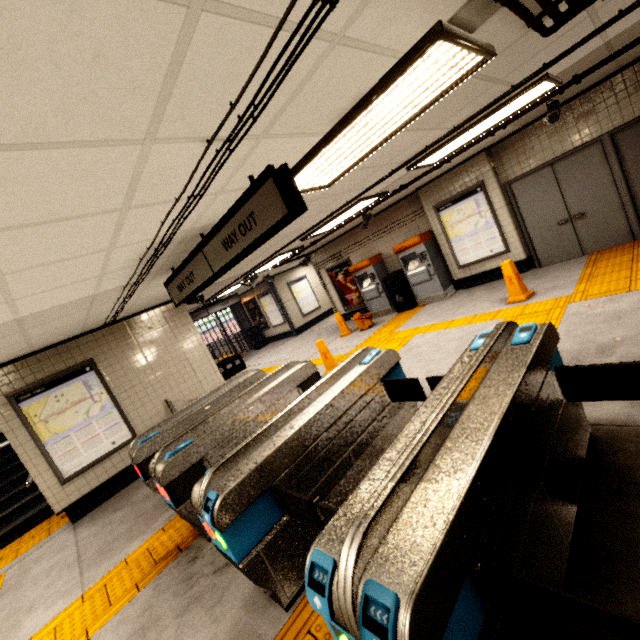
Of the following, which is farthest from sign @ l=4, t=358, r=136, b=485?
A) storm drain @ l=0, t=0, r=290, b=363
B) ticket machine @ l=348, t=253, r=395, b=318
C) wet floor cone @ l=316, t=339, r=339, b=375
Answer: ticket machine @ l=348, t=253, r=395, b=318

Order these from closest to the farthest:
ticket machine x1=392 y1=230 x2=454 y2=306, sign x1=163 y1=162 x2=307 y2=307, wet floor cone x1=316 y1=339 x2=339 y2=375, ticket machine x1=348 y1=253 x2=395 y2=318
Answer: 1. sign x1=163 y1=162 x2=307 y2=307
2. wet floor cone x1=316 y1=339 x2=339 y2=375
3. ticket machine x1=392 y1=230 x2=454 y2=306
4. ticket machine x1=348 y1=253 x2=395 y2=318

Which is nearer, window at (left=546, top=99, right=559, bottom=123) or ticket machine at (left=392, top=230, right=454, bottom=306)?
window at (left=546, top=99, right=559, bottom=123)

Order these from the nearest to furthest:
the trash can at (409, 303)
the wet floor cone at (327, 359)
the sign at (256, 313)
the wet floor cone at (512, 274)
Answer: the wet floor cone at (512, 274), the wet floor cone at (327, 359), the trash can at (409, 303), the sign at (256, 313)

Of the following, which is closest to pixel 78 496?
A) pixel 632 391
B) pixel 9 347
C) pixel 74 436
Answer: pixel 74 436

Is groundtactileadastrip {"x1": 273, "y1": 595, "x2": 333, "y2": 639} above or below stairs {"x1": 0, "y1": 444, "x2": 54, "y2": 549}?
below

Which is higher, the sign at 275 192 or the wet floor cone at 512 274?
the sign at 275 192

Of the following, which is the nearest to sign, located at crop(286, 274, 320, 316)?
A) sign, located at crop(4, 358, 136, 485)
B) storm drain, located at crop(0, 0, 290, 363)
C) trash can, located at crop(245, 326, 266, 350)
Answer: storm drain, located at crop(0, 0, 290, 363)
